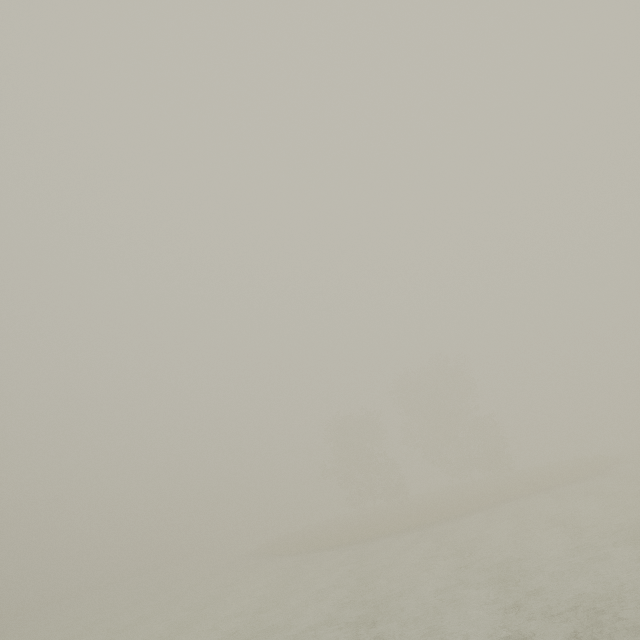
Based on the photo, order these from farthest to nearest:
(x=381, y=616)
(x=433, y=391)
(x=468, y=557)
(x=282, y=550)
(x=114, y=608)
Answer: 1. (x=433, y=391)
2. (x=282, y=550)
3. (x=114, y=608)
4. (x=468, y=557)
5. (x=381, y=616)
